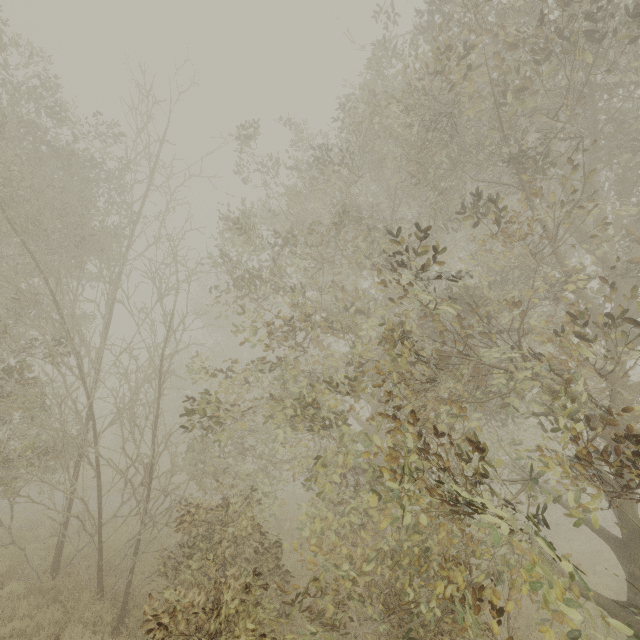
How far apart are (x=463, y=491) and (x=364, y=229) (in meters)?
7.81
